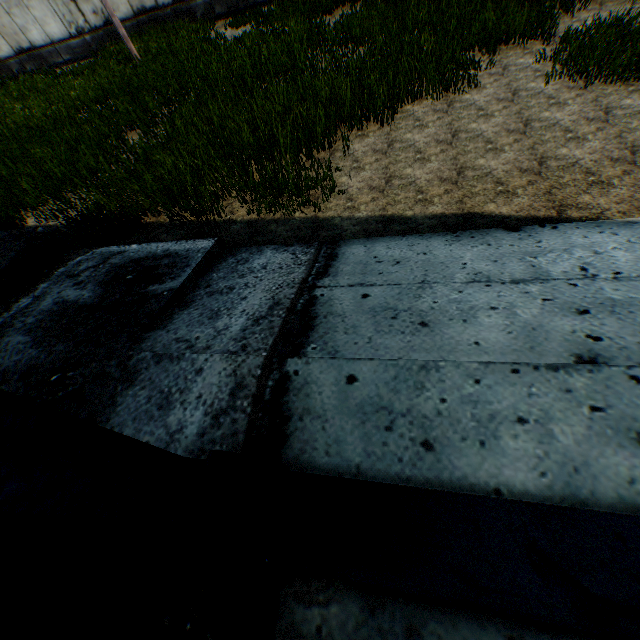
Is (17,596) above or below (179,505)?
below
